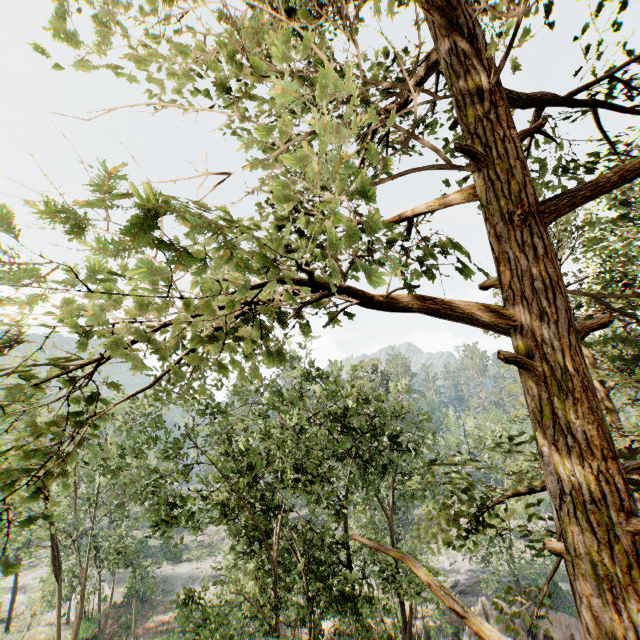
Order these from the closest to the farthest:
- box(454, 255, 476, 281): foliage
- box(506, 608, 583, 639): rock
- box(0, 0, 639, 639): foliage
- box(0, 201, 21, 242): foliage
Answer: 1. box(0, 201, 21, 242): foliage
2. box(0, 0, 639, 639): foliage
3. box(454, 255, 476, 281): foliage
4. box(506, 608, 583, 639): rock

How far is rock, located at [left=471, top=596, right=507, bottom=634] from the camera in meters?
21.4

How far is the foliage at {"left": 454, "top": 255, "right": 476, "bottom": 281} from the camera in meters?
2.6 m

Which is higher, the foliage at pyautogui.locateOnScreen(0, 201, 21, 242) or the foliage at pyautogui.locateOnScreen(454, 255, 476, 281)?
the foliage at pyautogui.locateOnScreen(454, 255, 476, 281)

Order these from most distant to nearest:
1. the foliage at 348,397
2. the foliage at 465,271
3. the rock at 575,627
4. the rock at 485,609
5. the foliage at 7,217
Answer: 1. the rock at 485,609
2. the rock at 575,627
3. the foliage at 465,271
4. the foliage at 348,397
5. the foliage at 7,217

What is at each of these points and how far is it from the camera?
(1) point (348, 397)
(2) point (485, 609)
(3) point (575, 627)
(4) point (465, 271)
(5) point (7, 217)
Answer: (1) foliage, 18.2 meters
(2) rock, 22.7 meters
(3) rock, 20.7 meters
(4) foliage, 2.7 meters
(5) foliage, 1.0 meters

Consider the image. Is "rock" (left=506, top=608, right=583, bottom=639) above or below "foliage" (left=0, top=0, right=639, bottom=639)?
below

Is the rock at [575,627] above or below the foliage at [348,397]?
below
